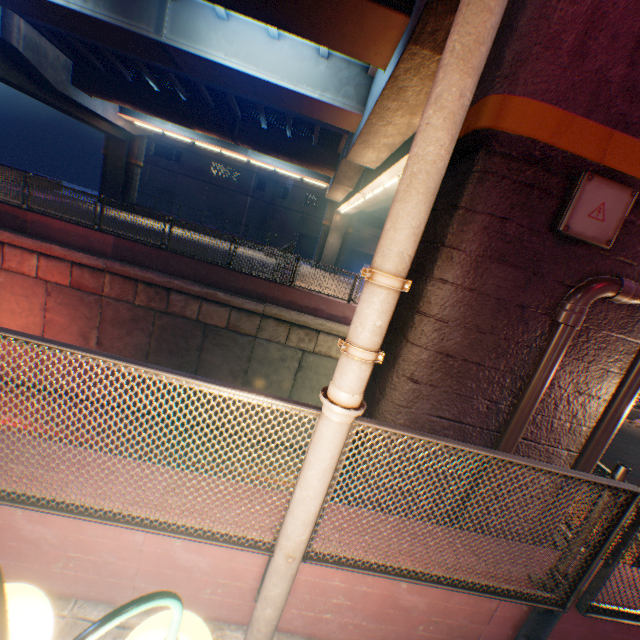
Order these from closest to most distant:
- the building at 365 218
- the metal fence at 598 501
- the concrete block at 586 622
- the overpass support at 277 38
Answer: the metal fence at 598 501, the concrete block at 586 622, the overpass support at 277 38, the building at 365 218

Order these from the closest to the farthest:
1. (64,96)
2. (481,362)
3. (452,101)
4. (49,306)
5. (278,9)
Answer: (452,101) → (481,362) → (278,9) → (49,306) → (64,96)

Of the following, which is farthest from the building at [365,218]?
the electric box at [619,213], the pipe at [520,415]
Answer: the electric box at [619,213]

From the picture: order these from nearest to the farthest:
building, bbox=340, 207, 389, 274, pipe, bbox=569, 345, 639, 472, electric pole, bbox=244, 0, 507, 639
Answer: electric pole, bbox=244, 0, 507, 639 → pipe, bbox=569, 345, 639, 472 → building, bbox=340, 207, 389, 274

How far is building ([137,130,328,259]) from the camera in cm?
4078

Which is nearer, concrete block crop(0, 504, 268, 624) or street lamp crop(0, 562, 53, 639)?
street lamp crop(0, 562, 53, 639)

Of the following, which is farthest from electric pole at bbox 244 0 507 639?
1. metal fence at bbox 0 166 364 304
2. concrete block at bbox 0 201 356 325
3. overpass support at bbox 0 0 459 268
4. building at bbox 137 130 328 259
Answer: building at bbox 137 130 328 259
